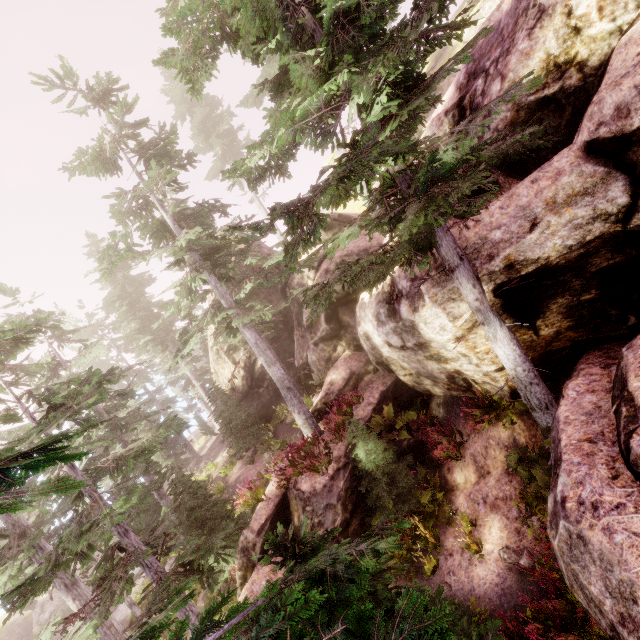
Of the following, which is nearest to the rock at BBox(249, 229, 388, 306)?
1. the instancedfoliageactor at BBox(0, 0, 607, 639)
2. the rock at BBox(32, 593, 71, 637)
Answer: the instancedfoliageactor at BBox(0, 0, 607, 639)

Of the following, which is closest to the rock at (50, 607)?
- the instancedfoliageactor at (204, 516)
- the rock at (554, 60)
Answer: the instancedfoliageactor at (204, 516)

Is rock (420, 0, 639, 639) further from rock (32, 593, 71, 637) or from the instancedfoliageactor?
rock (32, 593, 71, 637)

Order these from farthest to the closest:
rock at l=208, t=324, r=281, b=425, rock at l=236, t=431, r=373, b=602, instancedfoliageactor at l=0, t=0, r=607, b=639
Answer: rock at l=208, t=324, r=281, b=425 → rock at l=236, t=431, r=373, b=602 → instancedfoliageactor at l=0, t=0, r=607, b=639

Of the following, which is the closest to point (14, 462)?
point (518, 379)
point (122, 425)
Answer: point (518, 379)

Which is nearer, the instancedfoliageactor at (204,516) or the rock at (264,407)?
the instancedfoliageactor at (204,516)

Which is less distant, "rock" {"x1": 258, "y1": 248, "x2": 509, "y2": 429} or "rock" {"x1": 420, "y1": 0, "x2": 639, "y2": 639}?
"rock" {"x1": 420, "y1": 0, "x2": 639, "y2": 639}

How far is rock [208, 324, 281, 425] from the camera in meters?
24.3 m
